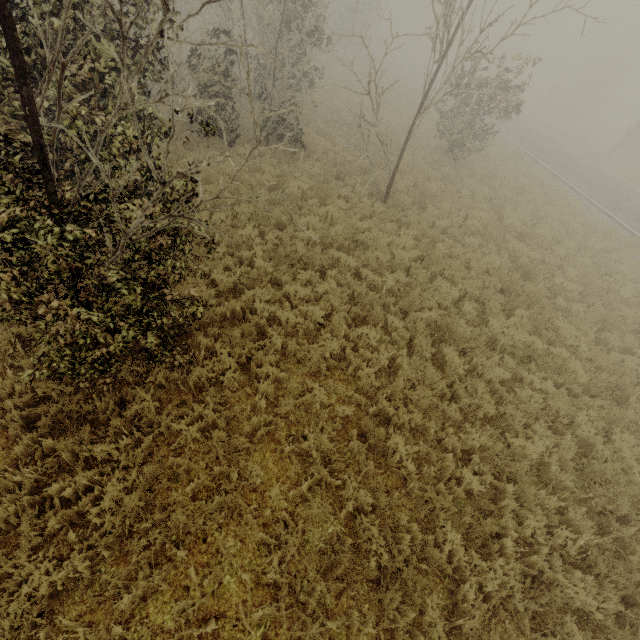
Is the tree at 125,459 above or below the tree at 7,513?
below

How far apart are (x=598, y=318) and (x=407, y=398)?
6.8 meters

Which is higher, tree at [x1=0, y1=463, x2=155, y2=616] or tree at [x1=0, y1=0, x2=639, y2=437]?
tree at [x1=0, y1=0, x2=639, y2=437]

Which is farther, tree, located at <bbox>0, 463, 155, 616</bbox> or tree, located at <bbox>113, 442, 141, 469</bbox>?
tree, located at <bbox>113, 442, 141, 469</bbox>

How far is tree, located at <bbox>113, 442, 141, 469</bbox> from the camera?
4.2 meters

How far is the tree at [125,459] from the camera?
4.17m
